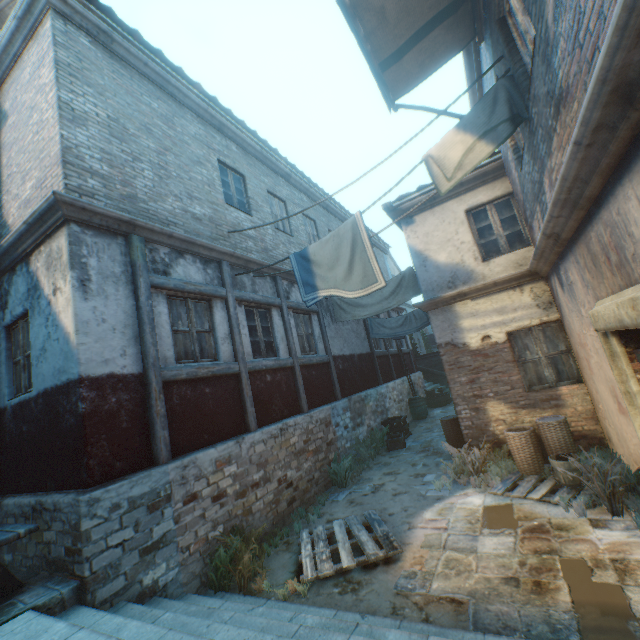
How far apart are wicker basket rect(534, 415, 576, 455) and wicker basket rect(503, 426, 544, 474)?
0.10m

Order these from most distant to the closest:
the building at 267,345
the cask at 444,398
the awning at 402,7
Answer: the cask at 444,398 → the building at 267,345 → the awning at 402,7

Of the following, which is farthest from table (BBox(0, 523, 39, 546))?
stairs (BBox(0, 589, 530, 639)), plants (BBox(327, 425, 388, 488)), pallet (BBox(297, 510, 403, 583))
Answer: plants (BBox(327, 425, 388, 488))

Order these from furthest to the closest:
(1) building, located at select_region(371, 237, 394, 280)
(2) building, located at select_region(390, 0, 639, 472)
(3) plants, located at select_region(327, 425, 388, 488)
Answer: (1) building, located at select_region(371, 237, 394, 280)
(3) plants, located at select_region(327, 425, 388, 488)
(2) building, located at select_region(390, 0, 639, 472)

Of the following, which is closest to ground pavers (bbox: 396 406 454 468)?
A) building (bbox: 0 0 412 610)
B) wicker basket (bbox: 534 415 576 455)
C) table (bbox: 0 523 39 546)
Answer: building (bbox: 0 0 412 610)

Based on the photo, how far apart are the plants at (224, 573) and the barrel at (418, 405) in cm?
1041

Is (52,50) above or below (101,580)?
above

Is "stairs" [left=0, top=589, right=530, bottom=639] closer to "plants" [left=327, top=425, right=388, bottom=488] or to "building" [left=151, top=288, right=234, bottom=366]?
"building" [left=151, top=288, right=234, bottom=366]
